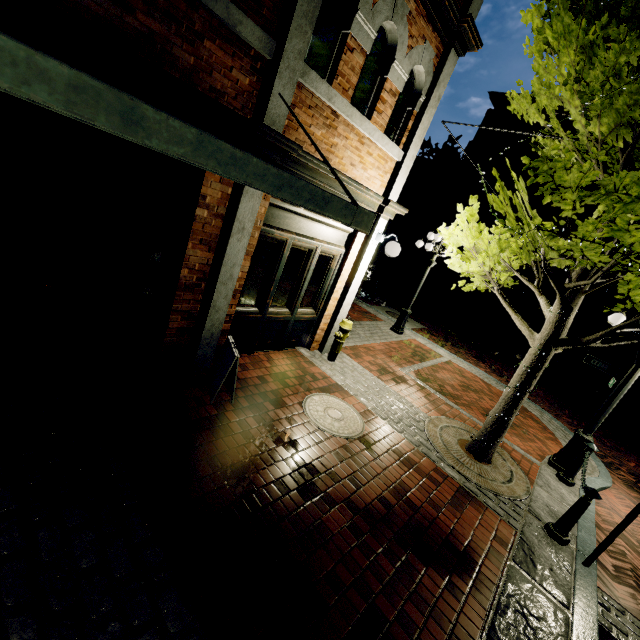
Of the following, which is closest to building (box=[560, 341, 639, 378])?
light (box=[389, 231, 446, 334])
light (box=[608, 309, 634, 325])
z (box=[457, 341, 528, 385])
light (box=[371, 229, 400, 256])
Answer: z (box=[457, 341, 528, 385])

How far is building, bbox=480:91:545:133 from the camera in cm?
2261

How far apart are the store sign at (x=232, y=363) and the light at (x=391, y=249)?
3.3m

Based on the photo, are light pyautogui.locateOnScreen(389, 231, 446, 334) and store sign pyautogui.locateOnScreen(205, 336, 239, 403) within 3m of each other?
no

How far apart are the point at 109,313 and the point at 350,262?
4.2 meters

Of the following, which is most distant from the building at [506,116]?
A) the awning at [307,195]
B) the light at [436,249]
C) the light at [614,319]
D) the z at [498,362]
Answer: the awning at [307,195]

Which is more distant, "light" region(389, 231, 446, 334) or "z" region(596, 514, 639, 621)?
"light" region(389, 231, 446, 334)
